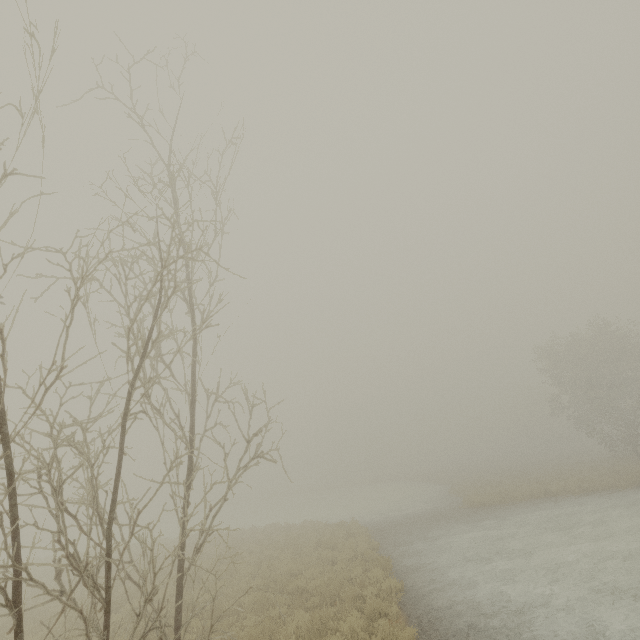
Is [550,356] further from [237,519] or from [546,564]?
[237,519]
